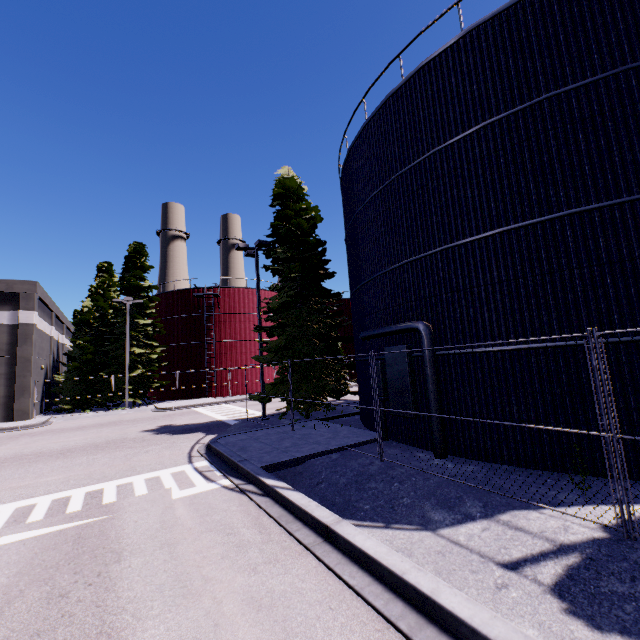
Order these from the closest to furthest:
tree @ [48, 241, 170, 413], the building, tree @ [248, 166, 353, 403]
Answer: tree @ [248, 166, 353, 403]
the building
tree @ [48, 241, 170, 413]

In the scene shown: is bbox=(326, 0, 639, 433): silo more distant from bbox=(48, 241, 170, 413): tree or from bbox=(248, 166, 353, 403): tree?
bbox=(48, 241, 170, 413): tree

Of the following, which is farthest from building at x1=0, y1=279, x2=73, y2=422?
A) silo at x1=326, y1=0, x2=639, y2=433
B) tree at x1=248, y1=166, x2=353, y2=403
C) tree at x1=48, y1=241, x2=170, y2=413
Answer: tree at x1=248, y1=166, x2=353, y2=403

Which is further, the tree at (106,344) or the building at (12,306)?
the tree at (106,344)

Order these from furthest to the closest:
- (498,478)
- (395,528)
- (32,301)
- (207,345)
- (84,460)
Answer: (207,345) < (32,301) < (84,460) < (498,478) < (395,528)

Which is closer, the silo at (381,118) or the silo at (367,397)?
the silo at (381,118)

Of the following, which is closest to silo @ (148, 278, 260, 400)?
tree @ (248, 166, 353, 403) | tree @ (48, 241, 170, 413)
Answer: tree @ (248, 166, 353, 403)

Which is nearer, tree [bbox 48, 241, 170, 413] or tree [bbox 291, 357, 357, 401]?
tree [bbox 291, 357, 357, 401]
